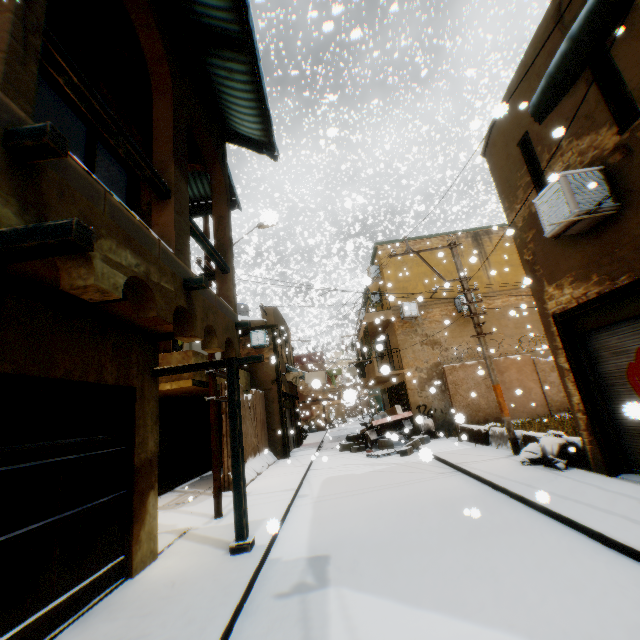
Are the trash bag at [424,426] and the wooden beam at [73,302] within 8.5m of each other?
no

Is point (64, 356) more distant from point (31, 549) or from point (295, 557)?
point (295, 557)

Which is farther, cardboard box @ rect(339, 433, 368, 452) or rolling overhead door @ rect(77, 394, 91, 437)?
cardboard box @ rect(339, 433, 368, 452)

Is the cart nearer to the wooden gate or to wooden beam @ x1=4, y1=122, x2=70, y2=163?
the wooden gate

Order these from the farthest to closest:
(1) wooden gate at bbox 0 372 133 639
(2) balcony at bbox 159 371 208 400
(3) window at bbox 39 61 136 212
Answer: (2) balcony at bbox 159 371 208 400 → (3) window at bbox 39 61 136 212 → (1) wooden gate at bbox 0 372 133 639

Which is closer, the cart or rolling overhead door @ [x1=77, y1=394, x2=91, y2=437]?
rolling overhead door @ [x1=77, y1=394, x2=91, y2=437]

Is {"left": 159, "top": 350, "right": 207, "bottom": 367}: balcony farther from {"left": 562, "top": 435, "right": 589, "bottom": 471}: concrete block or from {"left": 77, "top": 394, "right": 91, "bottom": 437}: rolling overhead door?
{"left": 562, "top": 435, "right": 589, "bottom": 471}: concrete block

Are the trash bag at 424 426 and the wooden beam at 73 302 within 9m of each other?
no
